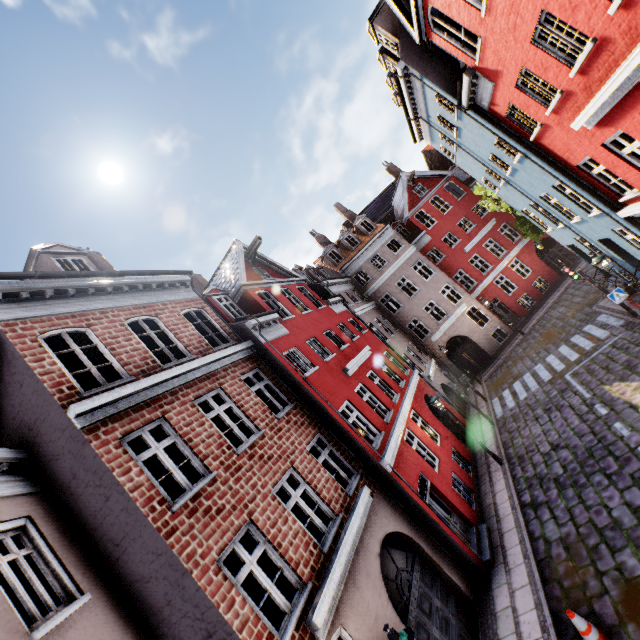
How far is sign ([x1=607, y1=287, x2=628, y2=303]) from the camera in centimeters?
1254cm

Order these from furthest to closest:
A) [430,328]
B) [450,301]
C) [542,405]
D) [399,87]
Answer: [450,301]
[430,328]
[542,405]
[399,87]

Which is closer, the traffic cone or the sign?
the traffic cone

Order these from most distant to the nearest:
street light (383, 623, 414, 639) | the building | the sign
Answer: the sign → the building → street light (383, 623, 414, 639)

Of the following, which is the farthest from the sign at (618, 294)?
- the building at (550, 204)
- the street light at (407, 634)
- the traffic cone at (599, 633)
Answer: the street light at (407, 634)

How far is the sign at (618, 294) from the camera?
12.5 meters

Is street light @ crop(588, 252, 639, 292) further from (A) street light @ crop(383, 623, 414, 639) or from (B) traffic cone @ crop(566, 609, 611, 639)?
(A) street light @ crop(383, 623, 414, 639)

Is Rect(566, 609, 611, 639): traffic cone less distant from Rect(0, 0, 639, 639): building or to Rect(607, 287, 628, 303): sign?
Rect(0, 0, 639, 639): building
